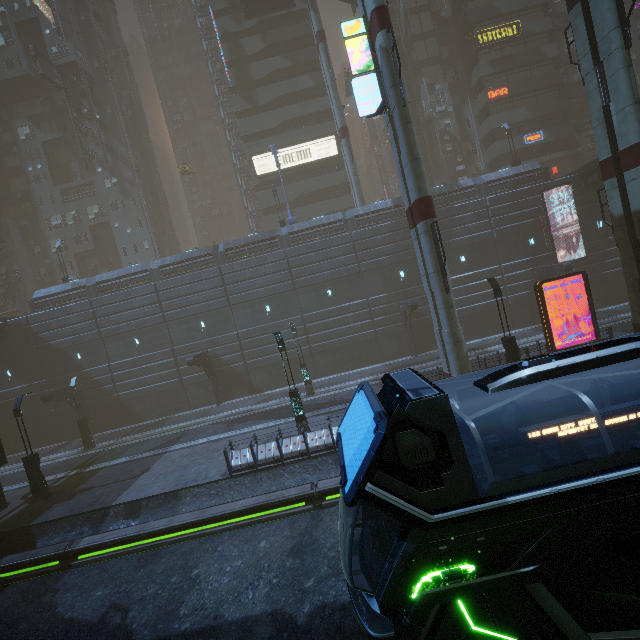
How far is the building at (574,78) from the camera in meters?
39.3 m

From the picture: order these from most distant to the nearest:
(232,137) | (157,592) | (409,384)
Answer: (232,137), (157,592), (409,384)

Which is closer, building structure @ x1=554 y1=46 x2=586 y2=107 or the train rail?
the train rail

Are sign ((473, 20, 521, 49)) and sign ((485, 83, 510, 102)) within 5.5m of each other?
yes

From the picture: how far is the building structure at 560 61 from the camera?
37.2m

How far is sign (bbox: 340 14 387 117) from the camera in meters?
15.7

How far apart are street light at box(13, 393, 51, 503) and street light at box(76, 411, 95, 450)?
7.3m

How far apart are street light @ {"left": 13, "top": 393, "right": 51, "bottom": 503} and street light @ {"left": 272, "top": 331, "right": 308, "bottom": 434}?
13.62m
